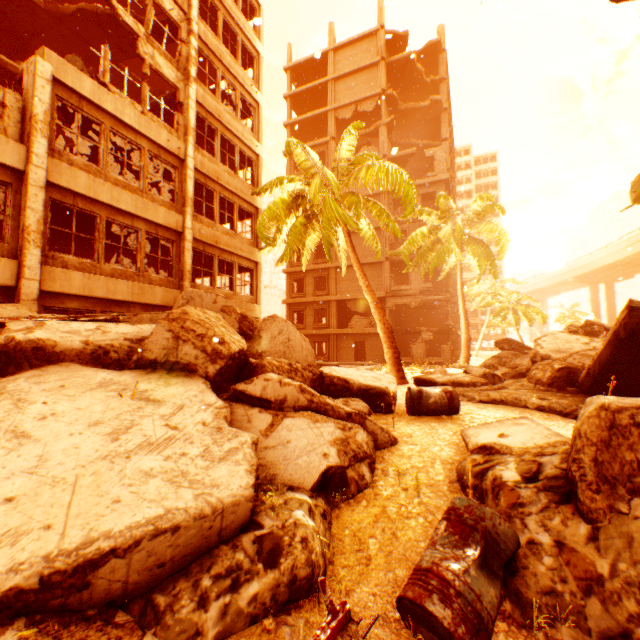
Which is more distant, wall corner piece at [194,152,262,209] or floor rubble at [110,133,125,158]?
wall corner piece at [194,152,262,209]

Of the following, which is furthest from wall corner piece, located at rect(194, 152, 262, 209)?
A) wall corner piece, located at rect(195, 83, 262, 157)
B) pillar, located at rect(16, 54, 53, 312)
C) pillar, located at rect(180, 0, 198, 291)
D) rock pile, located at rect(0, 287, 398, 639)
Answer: rock pile, located at rect(0, 287, 398, 639)

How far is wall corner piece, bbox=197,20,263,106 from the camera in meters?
14.2

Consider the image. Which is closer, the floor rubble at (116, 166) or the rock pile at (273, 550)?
the rock pile at (273, 550)

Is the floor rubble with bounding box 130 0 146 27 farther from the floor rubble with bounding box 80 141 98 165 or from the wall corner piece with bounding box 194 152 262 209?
the wall corner piece with bounding box 194 152 262 209

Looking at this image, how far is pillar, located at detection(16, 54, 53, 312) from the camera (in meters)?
8.13

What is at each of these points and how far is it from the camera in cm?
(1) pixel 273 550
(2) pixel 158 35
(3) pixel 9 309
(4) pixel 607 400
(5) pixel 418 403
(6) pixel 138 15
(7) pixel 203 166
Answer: (1) rock pile, 245
(2) floor rubble, 1373
(3) rock pile, 670
(4) rock pile, 287
(5) metal barrel, 580
(6) floor rubble, 1321
(7) wall corner piece, 1389

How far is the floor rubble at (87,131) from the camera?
10.99m
